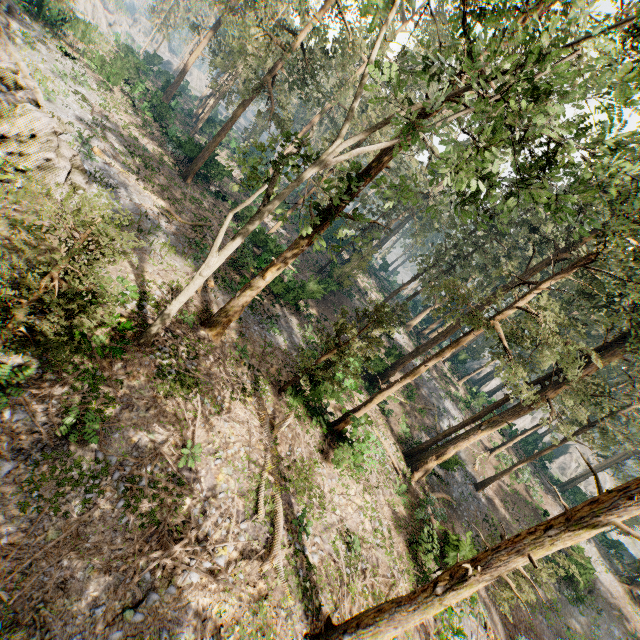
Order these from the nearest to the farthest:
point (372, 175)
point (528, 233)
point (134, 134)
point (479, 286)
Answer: point (372, 175), point (134, 134), point (528, 233), point (479, 286)

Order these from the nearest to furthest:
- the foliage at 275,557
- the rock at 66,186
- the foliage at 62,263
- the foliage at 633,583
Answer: the foliage at 62,263, the foliage at 275,557, the rock at 66,186, the foliage at 633,583

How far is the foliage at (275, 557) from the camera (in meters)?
10.20

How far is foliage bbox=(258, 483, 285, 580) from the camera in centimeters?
1020cm

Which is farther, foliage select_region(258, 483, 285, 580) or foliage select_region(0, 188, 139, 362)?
foliage select_region(258, 483, 285, 580)

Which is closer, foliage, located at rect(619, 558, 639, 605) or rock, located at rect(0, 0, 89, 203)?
rock, located at rect(0, 0, 89, 203)

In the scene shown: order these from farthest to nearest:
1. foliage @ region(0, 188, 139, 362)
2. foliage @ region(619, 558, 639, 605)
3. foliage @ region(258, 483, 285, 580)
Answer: foliage @ region(619, 558, 639, 605), foliage @ region(258, 483, 285, 580), foliage @ region(0, 188, 139, 362)
